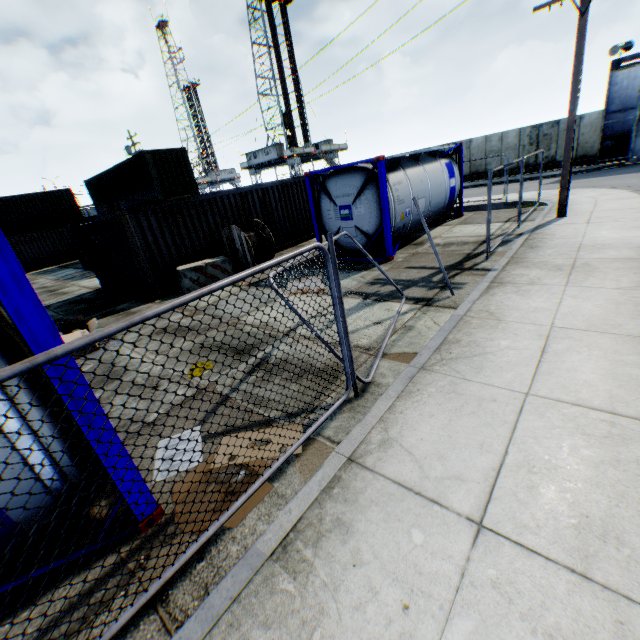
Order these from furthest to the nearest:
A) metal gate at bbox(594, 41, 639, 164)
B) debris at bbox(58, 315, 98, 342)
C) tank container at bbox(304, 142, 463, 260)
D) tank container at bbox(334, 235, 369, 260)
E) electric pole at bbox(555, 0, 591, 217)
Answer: metal gate at bbox(594, 41, 639, 164) → tank container at bbox(334, 235, 369, 260) → tank container at bbox(304, 142, 463, 260) → electric pole at bbox(555, 0, 591, 217) → debris at bbox(58, 315, 98, 342)

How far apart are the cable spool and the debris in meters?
5.1

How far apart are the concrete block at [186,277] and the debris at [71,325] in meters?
3.2

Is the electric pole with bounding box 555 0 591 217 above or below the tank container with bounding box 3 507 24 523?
above

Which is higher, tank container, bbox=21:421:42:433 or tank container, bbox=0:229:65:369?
tank container, bbox=0:229:65:369

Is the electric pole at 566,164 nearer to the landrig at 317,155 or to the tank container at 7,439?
the tank container at 7,439

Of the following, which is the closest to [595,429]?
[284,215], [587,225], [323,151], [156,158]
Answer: [587,225]

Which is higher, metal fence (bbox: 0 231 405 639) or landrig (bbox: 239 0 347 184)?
landrig (bbox: 239 0 347 184)
